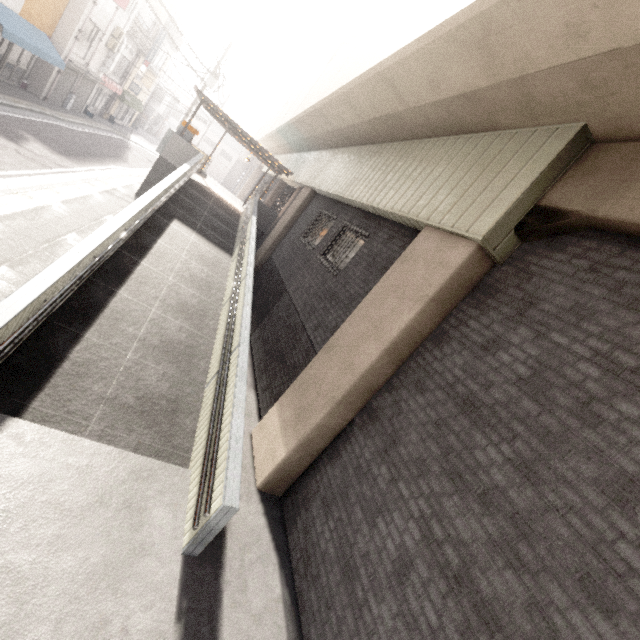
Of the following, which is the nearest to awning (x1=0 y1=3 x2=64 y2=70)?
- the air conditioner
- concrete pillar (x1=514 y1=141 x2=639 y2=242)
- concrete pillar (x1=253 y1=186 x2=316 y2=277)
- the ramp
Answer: the air conditioner

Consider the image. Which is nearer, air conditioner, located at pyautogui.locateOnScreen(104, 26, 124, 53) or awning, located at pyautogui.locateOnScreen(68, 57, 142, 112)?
awning, located at pyautogui.locateOnScreen(68, 57, 142, 112)

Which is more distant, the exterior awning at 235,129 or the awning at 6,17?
the exterior awning at 235,129

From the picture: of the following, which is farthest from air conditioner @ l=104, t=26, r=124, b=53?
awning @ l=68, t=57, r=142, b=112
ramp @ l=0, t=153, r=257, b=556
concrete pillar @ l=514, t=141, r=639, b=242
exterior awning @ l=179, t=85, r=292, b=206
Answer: concrete pillar @ l=514, t=141, r=639, b=242

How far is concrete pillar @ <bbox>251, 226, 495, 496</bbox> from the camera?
4.7 meters

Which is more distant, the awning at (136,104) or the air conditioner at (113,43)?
the air conditioner at (113,43)

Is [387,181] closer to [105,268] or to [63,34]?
[105,268]

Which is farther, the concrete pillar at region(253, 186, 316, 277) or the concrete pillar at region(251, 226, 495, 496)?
the concrete pillar at region(253, 186, 316, 277)
